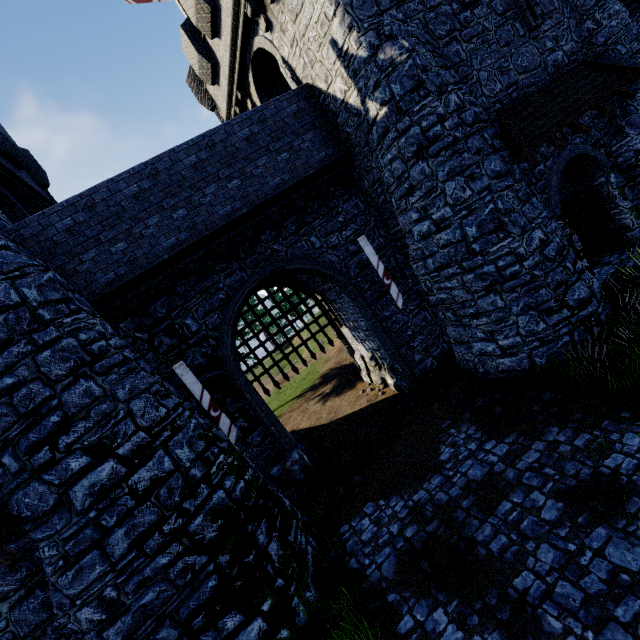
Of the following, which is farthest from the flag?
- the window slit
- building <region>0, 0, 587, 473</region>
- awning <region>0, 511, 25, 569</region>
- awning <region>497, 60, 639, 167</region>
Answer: the window slit

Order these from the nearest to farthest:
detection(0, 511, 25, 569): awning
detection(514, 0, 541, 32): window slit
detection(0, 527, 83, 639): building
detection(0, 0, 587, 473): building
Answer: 1. detection(0, 511, 25, 569): awning
2. detection(0, 527, 83, 639): building
3. detection(0, 0, 587, 473): building
4. detection(514, 0, 541, 32): window slit

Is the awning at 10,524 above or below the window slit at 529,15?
below

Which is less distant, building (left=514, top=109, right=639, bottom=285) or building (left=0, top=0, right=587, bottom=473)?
building (left=0, top=0, right=587, bottom=473)

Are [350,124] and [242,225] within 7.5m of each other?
yes

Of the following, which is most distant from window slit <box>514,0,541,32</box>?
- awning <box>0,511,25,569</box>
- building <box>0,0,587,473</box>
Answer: awning <box>0,511,25,569</box>

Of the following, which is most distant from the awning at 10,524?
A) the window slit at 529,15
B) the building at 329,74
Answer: the window slit at 529,15

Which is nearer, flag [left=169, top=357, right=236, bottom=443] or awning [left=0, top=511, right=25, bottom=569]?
awning [left=0, top=511, right=25, bottom=569]
